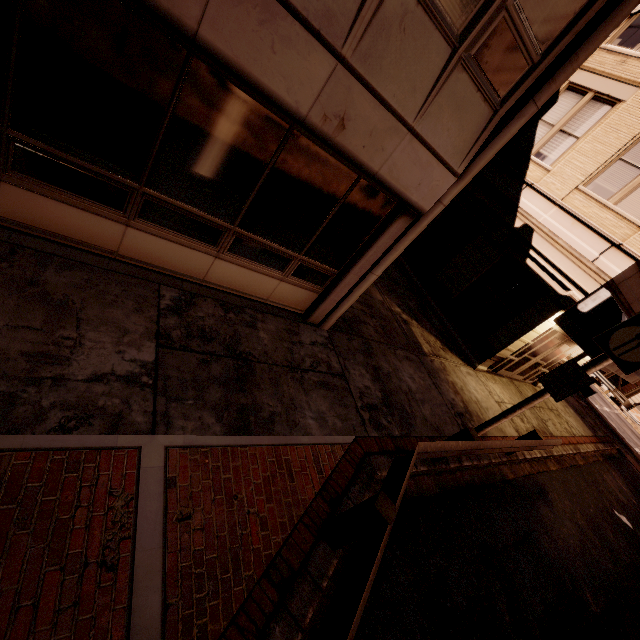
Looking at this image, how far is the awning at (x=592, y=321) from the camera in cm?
888

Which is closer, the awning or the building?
the building

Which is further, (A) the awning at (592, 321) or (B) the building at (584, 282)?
(A) the awning at (592, 321)

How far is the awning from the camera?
8.9 meters

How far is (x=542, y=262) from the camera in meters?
10.4 m
